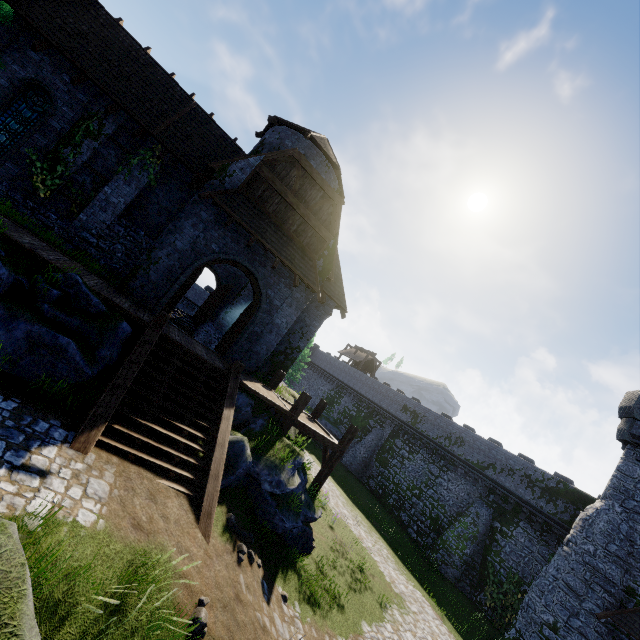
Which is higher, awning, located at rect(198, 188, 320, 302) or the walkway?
awning, located at rect(198, 188, 320, 302)

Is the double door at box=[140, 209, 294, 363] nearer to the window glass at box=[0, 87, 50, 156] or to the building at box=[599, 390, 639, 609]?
the window glass at box=[0, 87, 50, 156]

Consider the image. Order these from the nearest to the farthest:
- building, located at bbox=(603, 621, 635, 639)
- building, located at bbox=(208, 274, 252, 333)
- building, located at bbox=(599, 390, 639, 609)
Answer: building, located at bbox=(603, 621, 635, 639) → building, located at bbox=(599, 390, 639, 609) → building, located at bbox=(208, 274, 252, 333)

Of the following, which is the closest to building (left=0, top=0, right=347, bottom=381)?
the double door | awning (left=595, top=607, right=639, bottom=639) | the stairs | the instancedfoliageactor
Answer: the double door

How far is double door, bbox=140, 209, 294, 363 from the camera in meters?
12.3

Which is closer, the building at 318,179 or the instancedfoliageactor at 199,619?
the instancedfoliageactor at 199,619

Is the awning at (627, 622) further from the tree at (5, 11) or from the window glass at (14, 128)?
the window glass at (14, 128)

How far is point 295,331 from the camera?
18.2m
